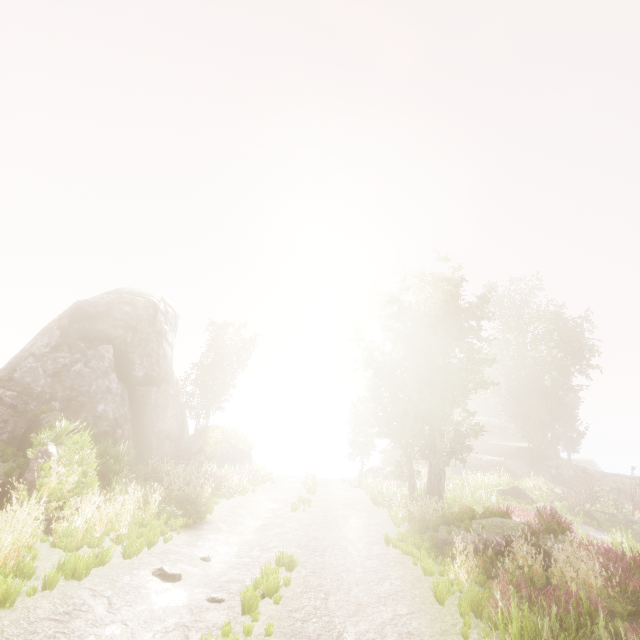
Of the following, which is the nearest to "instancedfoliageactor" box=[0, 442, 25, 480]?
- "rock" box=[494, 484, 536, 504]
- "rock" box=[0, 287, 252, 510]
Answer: "rock" box=[0, 287, 252, 510]

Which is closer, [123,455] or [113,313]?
[123,455]

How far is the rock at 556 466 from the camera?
30.2m

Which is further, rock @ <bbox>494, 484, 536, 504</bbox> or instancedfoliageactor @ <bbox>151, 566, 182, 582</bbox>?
rock @ <bbox>494, 484, 536, 504</bbox>

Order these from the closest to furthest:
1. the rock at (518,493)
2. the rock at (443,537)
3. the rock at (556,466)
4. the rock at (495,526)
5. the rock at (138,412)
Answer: the rock at (495,526) → the rock at (443,537) → the rock at (138,412) → the rock at (518,493) → the rock at (556,466)

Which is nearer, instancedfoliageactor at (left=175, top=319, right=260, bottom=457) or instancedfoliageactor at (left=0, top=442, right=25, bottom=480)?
instancedfoliageactor at (left=0, top=442, right=25, bottom=480)

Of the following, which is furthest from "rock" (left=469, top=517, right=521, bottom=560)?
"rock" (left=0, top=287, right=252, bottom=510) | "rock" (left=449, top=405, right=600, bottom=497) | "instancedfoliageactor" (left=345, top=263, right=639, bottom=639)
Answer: "rock" (left=449, top=405, right=600, bottom=497)

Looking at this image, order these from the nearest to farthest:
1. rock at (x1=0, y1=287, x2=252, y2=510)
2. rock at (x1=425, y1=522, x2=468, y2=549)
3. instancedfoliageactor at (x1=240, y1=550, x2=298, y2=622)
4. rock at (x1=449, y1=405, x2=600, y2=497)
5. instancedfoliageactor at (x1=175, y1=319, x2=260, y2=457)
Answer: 1. instancedfoliageactor at (x1=240, y1=550, x2=298, y2=622)
2. rock at (x1=425, y1=522, x2=468, y2=549)
3. rock at (x1=0, y1=287, x2=252, y2=510)
4. instancedfoliageactor at (x1=175, y1=319, x2=260, y2=457)
5. rock at (x1=449, y1=405, x2=600, y2=497)
